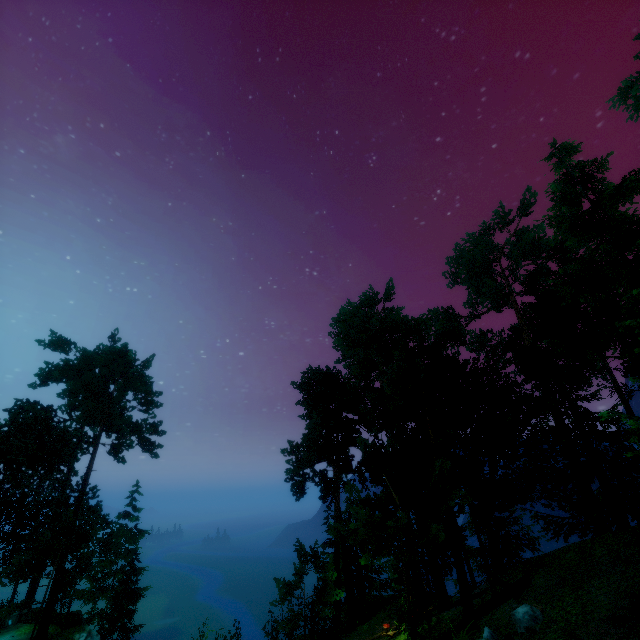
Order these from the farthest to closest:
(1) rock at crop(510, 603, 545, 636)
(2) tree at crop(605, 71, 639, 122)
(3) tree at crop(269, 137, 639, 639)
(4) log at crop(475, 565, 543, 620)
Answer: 1. (2) tree at crop(605, 71, 639, 122)
2. (3) tree at crop(269, 137, 639, 639)
3. (4) log at crop(475, 565, 543, 620)
4. (1) rock at crop(510, 603, 545, 636)

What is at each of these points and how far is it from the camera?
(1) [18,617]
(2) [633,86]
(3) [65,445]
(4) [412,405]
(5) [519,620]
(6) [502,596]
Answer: (1) box, 24.7m
(2) tree, 35.8m
(3) tree, 27.9m
(4) tree, 17.5m
(5) rock, 11.0m
(6) log, 13.3m

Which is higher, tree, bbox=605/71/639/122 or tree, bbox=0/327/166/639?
tree, bbox=605/71/639/122

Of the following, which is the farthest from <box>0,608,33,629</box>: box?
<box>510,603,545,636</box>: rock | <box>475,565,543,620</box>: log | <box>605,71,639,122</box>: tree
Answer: <box>510,603,545,636</box>: rock

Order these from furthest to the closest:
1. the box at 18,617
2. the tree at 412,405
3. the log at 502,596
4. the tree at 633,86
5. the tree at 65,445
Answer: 1. the tree at 633,86
2. the box at 18,617
3. the tree at 65,445
4. the tree at 412,405
5. the log at 502,596

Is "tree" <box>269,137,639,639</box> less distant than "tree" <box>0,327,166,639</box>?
Yes

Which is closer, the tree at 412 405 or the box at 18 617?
the tree at 412 405

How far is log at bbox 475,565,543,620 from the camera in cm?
1224
